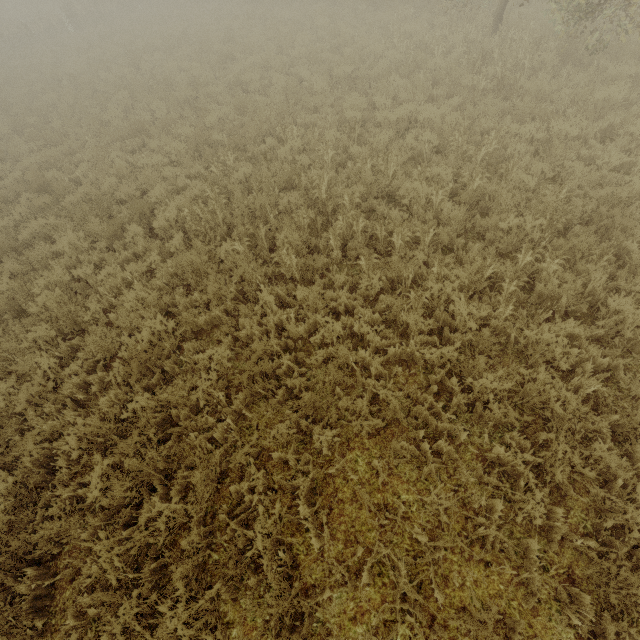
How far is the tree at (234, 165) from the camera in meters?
7.9 m

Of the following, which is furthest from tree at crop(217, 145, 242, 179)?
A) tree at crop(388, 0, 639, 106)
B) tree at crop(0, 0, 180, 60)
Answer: tree at crop(0, 0, 180, 60)

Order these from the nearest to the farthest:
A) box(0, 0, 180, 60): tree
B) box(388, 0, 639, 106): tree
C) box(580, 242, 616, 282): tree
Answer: box(580, 242, 616, 282): tree, box(388, 0, 639, 106): tree, box(0, 0, 180, 60): tree

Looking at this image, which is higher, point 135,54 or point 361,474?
point 135,54

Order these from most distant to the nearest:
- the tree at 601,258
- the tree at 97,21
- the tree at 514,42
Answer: the tree at 97,21 < the tree at 514,42 < the tree at 601,258

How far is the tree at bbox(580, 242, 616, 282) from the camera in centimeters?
456cm

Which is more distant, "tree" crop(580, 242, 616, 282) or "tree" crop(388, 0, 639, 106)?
"tree" crop(388, 0, 639, 106)

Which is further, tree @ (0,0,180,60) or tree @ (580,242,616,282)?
tree @ (0,0,180,60)
